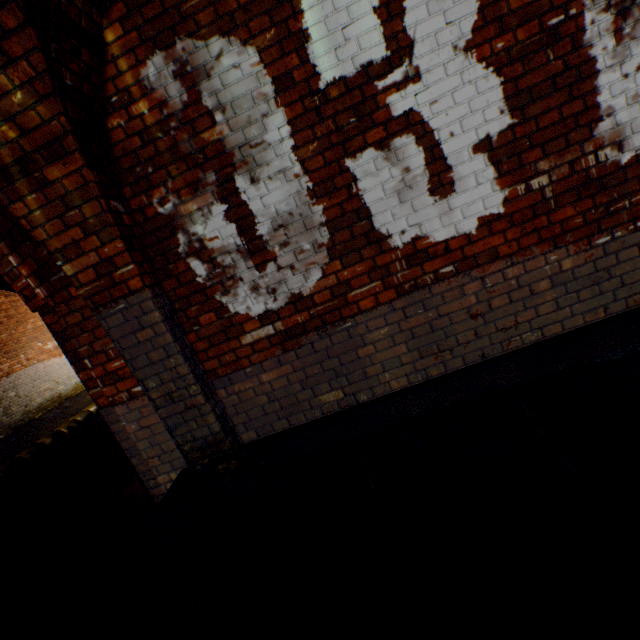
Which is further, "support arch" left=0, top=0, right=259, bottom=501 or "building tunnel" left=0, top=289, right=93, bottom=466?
"building tunnel" left=0, top=289, right=93, bottom=466

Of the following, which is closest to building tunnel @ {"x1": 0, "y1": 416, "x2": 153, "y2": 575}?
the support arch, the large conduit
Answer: the large conduit

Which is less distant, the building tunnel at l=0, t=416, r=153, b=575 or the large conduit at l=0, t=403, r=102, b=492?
the building tunnel at l=0, t=416, r=153, b=575

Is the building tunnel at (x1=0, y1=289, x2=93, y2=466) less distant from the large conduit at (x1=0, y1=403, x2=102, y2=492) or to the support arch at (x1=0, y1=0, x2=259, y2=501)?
the large conduit at (x1=0, y1=403, x2=102, y2=492)

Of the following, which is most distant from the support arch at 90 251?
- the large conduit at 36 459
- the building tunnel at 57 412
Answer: the large conduit at 36 459

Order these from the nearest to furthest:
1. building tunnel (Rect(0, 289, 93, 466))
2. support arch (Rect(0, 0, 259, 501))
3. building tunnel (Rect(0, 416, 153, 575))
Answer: support arch (Rect(0, 0, 259, 501)) < building tunnel (Rect(0, 416, 153, 575)) < building tunnel (Rect(0, 289, 93, 466))

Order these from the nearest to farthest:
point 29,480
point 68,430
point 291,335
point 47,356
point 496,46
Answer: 1. point 496,46
2. point 291,335
3. point 29,480
4. point 68,430
5. point 47,356
